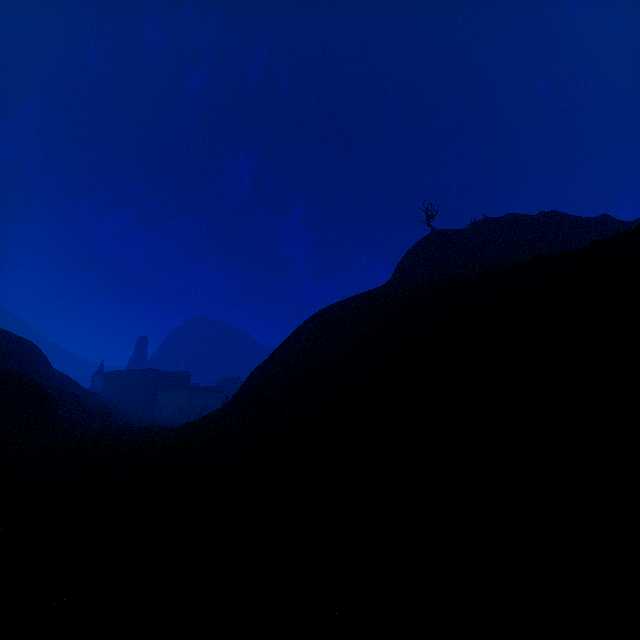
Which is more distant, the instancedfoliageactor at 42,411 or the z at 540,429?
the instancedfoliageactor at 42,411

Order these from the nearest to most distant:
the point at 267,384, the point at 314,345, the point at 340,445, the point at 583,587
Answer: the point at 583,587 → the point at 340,445 → the point at 267,384 → the point at 314,345

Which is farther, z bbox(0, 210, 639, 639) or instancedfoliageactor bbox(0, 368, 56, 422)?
instancedfoliageactor bbox(0, 368, 56, 422)
